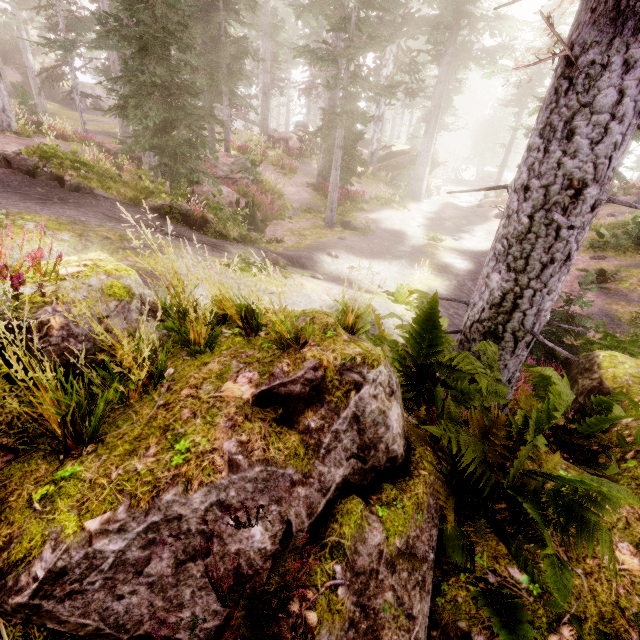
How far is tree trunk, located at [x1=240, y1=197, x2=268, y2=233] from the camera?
13.4m

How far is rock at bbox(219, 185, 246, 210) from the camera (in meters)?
14.28

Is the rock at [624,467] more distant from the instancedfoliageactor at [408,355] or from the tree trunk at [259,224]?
the tree trunk at [259,224]

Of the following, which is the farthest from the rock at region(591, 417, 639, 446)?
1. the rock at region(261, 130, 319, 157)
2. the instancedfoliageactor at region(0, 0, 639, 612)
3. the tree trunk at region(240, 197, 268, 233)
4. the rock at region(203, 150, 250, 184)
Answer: the rock at region(261, 130, 319, 157)

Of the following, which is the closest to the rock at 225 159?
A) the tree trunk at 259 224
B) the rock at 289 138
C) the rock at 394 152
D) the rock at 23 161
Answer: the tree trunk at 259 224

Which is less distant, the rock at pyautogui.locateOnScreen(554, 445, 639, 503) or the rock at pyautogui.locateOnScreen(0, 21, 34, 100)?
the rock at pyautogui.locateOnScreen(554, 445, 639, 503)

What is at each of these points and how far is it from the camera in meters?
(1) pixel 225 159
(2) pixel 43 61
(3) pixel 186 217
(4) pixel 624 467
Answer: (1) rock, 19.3
(2) rock, 34.0
(3) rock, 9.1
(4) rock, 3.3

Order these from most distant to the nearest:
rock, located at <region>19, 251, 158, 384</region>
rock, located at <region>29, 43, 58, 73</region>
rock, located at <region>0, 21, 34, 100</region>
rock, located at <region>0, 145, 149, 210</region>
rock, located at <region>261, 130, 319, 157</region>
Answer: rock, located at <region>29, 43, 58, 73</region> < rock, located at <region>0, 21, 34, 100</region> < rock, located at <region>261, 130, 319, 157</region> < rock, located at <region>0, 145, 149, 210</region> < rock, located at <region>19, 251, 158, 384</region>
